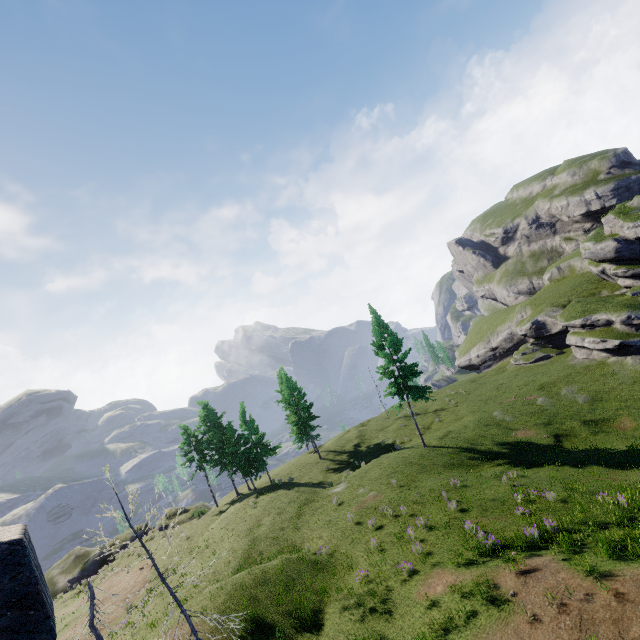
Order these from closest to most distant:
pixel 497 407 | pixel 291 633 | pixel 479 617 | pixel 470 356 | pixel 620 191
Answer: pixel 479 617 < pixel 291 633 < pixel 497 407 < pixel 620 191 < pixel 470 356

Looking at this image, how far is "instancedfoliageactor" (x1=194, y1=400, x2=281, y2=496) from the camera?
38.9m

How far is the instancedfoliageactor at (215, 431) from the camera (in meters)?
38.88
